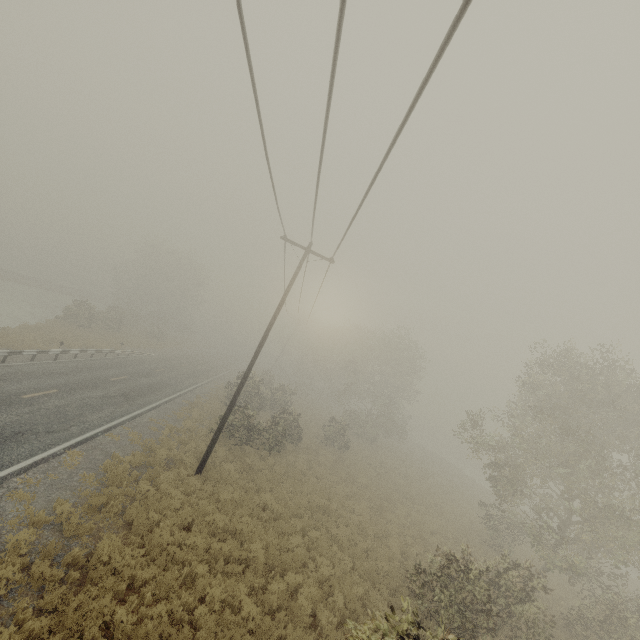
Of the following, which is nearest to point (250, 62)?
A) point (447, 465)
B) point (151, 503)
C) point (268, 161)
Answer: point (268, 161)
